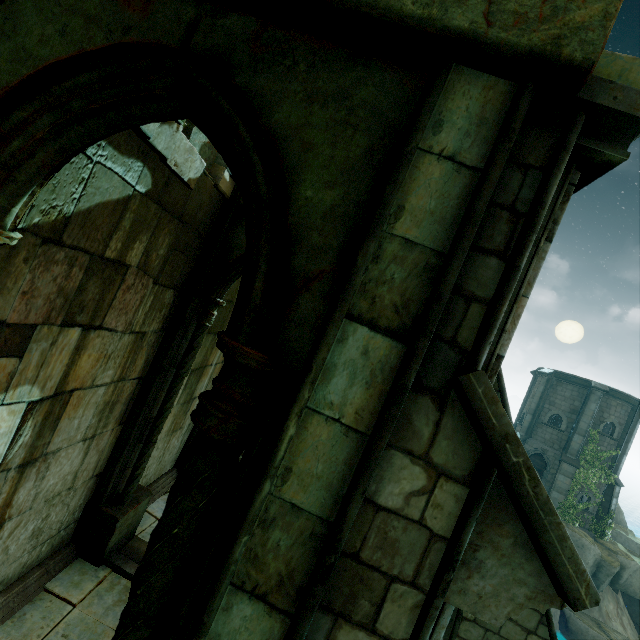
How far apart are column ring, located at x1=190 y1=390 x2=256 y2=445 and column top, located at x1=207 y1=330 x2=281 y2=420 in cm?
0

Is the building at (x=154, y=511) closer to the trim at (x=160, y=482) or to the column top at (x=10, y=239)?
the trim at (x=160, y=482)

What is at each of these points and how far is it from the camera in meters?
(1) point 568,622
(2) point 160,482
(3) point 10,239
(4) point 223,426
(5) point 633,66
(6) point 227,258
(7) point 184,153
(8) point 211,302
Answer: (1) rock, 18.1
(2) trim, 8.3
(3) column top, 2.2
(4) column ring, 1.8
(5) brick, 1.8
(6) arch, 6.0
(7) brick, 4.3
(8) column top, 6.0

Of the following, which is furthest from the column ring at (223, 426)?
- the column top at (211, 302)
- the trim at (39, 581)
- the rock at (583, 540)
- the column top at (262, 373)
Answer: the rock at (583, 540)

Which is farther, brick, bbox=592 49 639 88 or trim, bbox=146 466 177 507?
trim, bbox=146 466 177 507

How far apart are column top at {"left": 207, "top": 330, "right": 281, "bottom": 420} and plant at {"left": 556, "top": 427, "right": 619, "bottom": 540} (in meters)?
27.59

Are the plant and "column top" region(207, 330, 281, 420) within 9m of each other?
no

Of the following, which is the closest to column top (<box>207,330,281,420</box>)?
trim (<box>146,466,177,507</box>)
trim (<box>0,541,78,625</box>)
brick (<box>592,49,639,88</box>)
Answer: brick (<box>592,49,639,88</box>)
